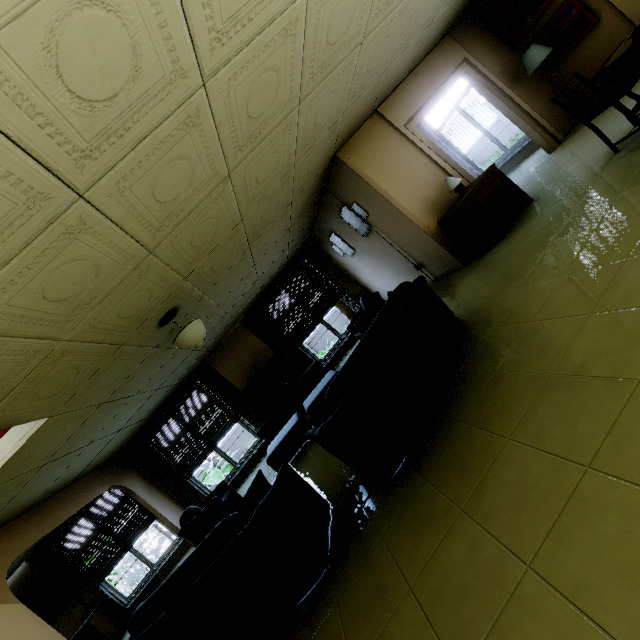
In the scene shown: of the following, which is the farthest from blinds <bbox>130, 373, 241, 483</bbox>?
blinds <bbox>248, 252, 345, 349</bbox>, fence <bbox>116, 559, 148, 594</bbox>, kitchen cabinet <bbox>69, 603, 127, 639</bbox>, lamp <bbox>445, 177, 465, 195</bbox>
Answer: fence <bbox>116, 559, 148, 594</bbox>

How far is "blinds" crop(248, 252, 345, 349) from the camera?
8.65m

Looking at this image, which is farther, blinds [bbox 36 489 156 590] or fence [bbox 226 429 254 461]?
fence [bbox 226 429 254 461]

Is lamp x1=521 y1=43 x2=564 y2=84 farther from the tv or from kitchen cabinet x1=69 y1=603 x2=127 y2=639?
kitchen cabinet x1=69 y1=603 x2=127 y2=639

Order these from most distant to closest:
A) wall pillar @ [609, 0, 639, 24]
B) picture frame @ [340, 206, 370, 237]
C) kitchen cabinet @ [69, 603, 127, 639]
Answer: kitchen cabinet @ [69, 603, 127, 639]
picture frame @ [340, 206, 370, 237]
wall pillar @ [609, 0, 639, 24]

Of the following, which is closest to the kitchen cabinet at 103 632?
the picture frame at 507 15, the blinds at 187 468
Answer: the blinds at 187 468

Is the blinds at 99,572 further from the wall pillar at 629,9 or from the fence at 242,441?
the wall pillar at 629,9

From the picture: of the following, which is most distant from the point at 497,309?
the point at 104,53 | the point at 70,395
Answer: the point at 70,395
